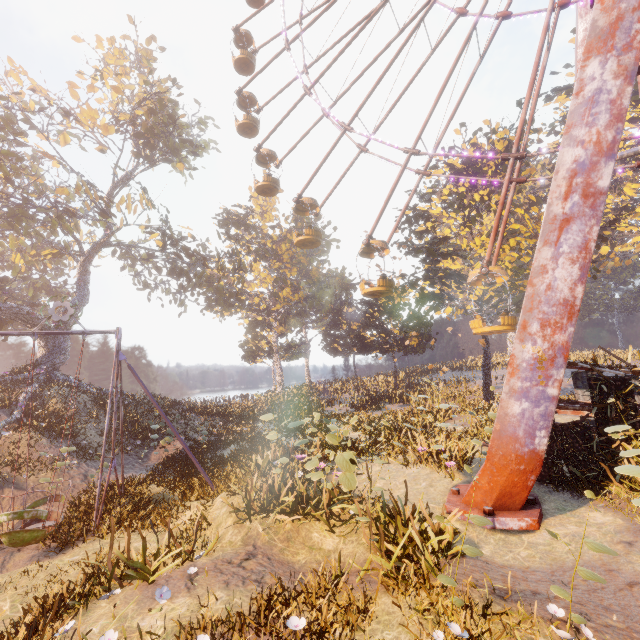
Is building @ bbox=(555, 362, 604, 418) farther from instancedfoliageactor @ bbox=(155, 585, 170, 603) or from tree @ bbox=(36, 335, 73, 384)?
tree @ bbox=(36, 335, 73, 384)

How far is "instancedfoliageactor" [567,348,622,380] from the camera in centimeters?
948cm

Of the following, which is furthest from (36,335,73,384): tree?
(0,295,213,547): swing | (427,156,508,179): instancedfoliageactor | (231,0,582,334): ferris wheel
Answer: (427,156,508,179): instancedfoliageactor

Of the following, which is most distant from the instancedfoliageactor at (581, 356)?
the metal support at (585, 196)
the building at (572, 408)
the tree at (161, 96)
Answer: the tree at (161, 96)

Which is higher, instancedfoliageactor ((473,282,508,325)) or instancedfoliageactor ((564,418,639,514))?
instancedfoliageactor ((473,282,508,325))

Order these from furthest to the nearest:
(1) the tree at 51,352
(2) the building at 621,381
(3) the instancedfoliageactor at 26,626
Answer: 1. (1) the tree at 51,352
2. (2) the building at 621,381
3. (3) the instancedfoliageactor at 26,626

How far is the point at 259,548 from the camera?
7.37m
